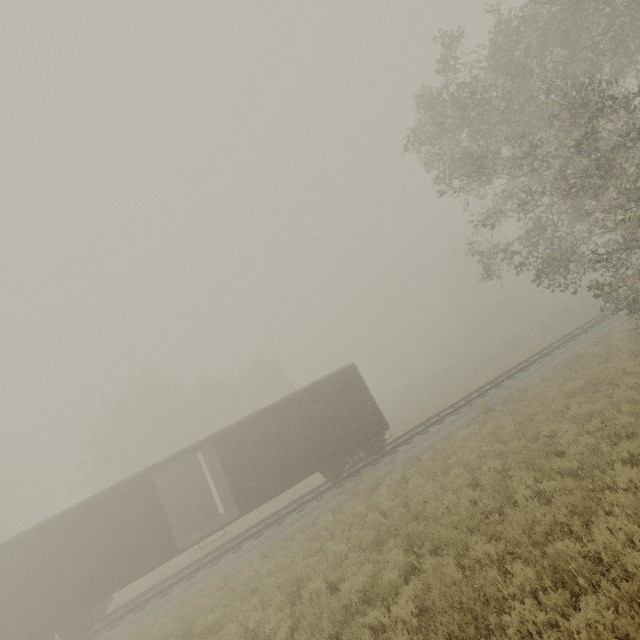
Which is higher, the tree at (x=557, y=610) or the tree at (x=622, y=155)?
the tree at (x=622, y=155)

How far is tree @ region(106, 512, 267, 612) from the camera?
16.9m

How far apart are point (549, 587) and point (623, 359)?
10.0m

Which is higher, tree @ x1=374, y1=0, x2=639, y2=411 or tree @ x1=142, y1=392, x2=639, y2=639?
tree @ x1=374, y1=0, x2=639, y2=411

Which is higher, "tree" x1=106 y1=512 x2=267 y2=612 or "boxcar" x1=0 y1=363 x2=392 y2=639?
"boxcar" x1=0 y1=363 x2=392 y2=639

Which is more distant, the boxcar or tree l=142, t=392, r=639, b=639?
the boxcar

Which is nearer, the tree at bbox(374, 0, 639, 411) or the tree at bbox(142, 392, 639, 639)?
the tree at bbox(142, 392, 639, 639)

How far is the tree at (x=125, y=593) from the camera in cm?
1688
